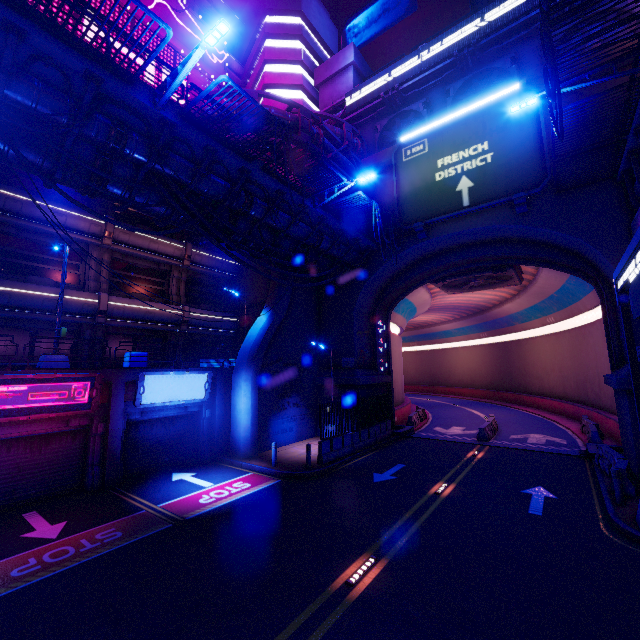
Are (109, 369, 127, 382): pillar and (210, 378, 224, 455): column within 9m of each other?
yes

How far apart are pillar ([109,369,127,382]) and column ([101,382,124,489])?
0.01m

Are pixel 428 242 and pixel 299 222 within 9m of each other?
yes

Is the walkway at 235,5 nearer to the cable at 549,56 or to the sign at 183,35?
the sign at 183,35

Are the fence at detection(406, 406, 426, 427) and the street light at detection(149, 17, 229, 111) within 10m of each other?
no

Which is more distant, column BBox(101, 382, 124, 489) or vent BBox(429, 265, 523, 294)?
vent BBox(429, 265, 523, 294)

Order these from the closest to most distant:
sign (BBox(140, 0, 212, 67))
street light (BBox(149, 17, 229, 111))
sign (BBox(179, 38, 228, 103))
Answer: street light (BBox(149, 17, 229, 111)), sign (BBox(140, 0, 212, 67)), sign (BBox(179, 38, 228, 103))

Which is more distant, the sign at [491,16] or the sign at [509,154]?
the sign at [491,16]
